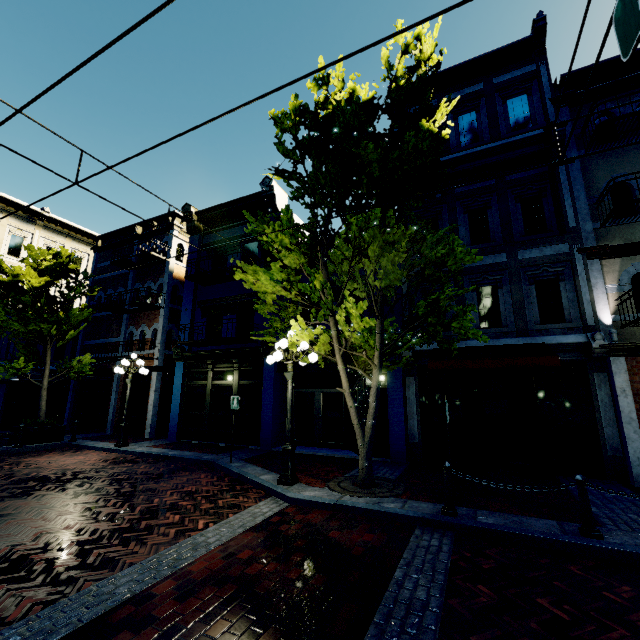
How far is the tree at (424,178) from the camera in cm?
741

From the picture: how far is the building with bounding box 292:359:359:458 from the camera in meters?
11.8 m

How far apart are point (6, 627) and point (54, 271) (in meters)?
14.09

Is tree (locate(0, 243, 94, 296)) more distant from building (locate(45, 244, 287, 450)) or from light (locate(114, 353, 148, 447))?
light (locate(114, 353, 148, 447))

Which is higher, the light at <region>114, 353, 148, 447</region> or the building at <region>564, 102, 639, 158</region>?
the building at <region>564, 102, 639, 158</region>

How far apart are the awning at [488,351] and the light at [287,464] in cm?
320

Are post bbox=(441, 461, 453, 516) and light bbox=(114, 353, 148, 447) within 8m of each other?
no

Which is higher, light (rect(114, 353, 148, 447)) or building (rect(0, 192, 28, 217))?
building (rect(0, 192, 28, 217))
